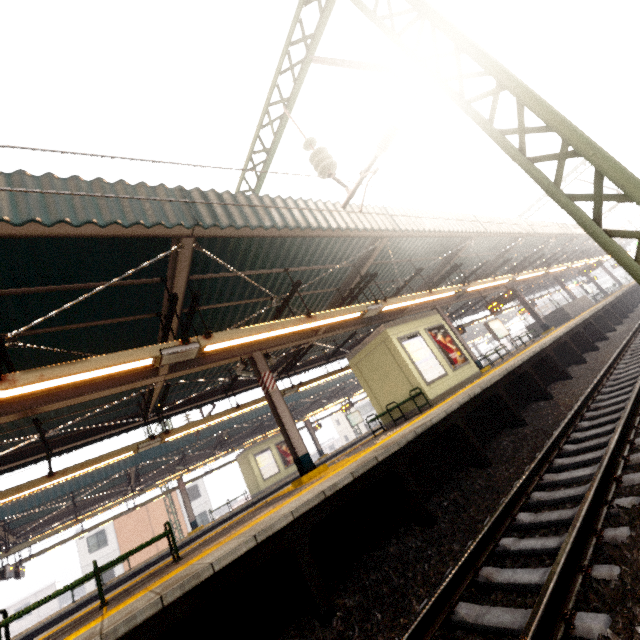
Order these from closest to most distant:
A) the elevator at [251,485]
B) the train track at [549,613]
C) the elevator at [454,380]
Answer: the train track at [549,613], the elevator at [454,380], the elevator at [251,485]

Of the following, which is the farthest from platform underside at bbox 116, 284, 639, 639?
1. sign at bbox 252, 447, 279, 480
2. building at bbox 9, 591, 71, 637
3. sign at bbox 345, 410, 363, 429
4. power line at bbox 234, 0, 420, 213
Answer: building at bbox 9, 591, 71, 637

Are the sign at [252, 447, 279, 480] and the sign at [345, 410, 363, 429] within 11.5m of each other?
yes

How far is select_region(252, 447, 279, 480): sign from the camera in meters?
20.8 m

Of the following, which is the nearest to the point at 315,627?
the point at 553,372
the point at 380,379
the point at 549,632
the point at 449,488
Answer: the point at 549,632

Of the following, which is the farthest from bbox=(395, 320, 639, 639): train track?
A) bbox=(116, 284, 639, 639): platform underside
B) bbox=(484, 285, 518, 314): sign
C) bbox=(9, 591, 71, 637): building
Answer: bbox=(9, 591, 71, 637): building

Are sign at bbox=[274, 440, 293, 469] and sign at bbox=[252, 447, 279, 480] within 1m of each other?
yes

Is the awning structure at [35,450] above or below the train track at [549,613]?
above
